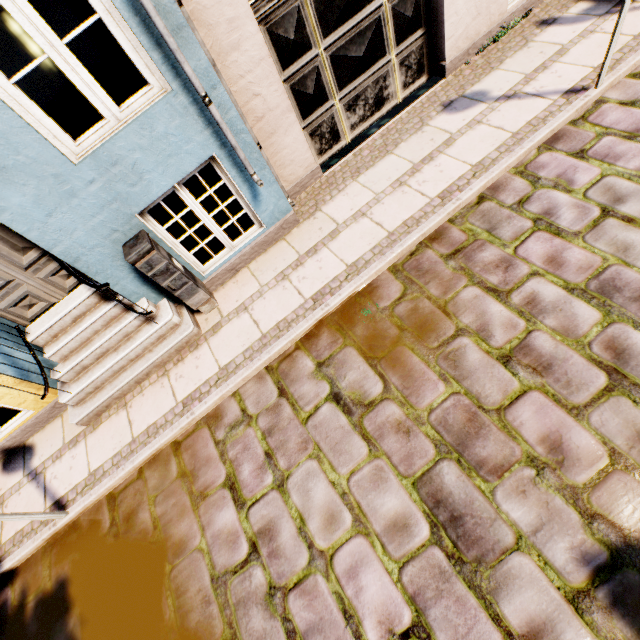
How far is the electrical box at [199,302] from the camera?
3.4 meters

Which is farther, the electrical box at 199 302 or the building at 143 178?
the electrical box at 199 302

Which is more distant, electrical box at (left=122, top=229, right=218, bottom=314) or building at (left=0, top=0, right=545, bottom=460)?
electrical box at (left=122, top=229, right=218, bottom=314)

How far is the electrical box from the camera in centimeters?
340cm

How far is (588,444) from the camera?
2.4 meters
